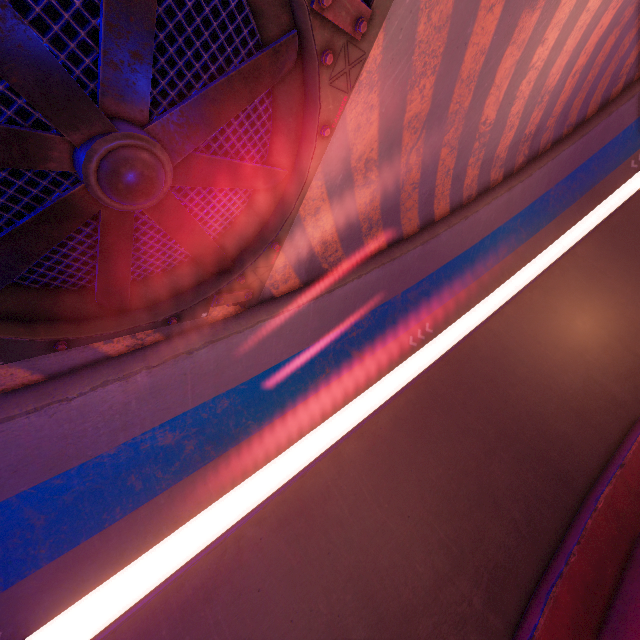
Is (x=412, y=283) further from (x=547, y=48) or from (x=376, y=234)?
(x=547, y=48)

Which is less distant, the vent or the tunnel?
the vent

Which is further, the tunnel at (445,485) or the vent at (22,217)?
the tunnel at (445,485)
